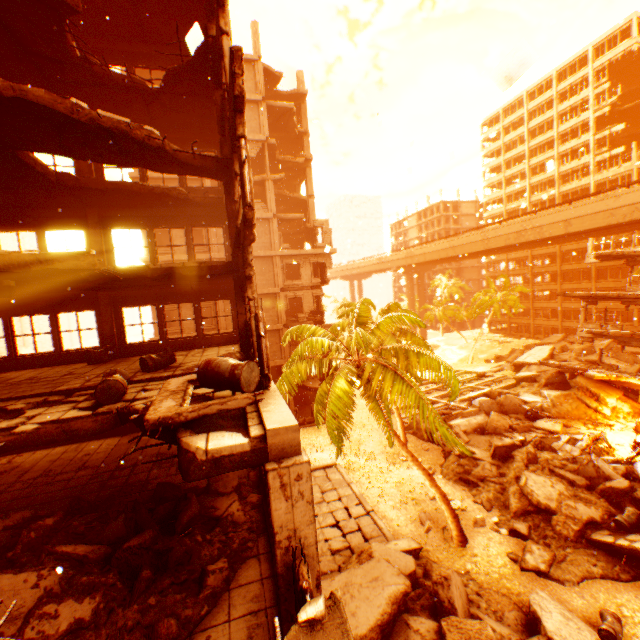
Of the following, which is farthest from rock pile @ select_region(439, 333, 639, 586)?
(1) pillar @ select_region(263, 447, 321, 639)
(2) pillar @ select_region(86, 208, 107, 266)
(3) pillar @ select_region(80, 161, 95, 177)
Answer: (3) pillar @ select_region(80, 161, 95, 177)

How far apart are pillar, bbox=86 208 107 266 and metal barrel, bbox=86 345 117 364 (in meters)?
2.31

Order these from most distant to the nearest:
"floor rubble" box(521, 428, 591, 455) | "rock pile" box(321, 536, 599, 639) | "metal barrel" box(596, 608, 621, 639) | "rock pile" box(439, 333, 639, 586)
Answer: "floor rubble" box(521, 428, 591, 455), "rock pile" box(439, 333, 639, 586), "metal barrel" box(596, 608, 621, 639), "rock pile" box(321, 536, 599, 639)

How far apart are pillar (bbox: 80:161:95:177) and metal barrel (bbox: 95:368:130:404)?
8.0m

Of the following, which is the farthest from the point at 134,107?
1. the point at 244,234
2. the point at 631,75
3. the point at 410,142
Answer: the point at 631,75

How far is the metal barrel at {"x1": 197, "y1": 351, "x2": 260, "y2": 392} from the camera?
5.02m

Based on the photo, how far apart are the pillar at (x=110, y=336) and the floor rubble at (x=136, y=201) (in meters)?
3.07

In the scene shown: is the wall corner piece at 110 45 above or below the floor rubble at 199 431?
above
